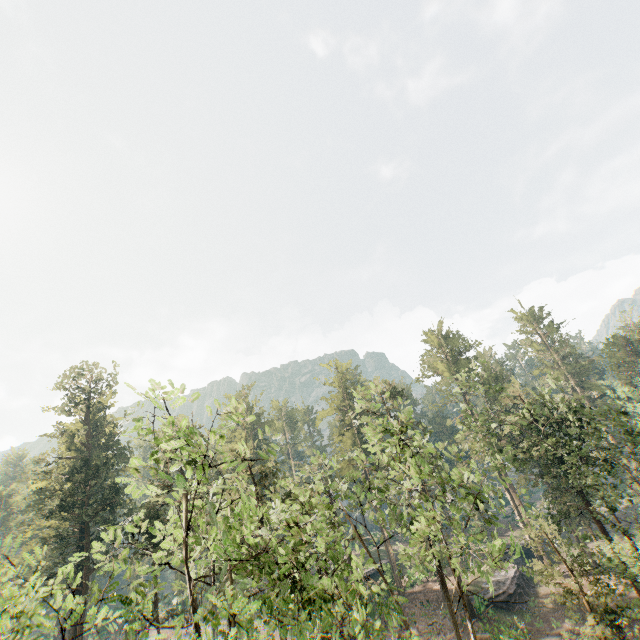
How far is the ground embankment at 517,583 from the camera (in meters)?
34.41

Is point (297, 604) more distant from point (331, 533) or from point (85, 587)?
point (85, 587)

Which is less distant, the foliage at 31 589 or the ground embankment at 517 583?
the foliage at 31 589

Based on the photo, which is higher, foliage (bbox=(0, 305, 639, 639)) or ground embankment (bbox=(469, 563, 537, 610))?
foliage (bbox=(0, 305, 639, 639))

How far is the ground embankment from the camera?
34.4m

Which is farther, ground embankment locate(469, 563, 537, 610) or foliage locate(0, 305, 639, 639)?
ground embankment locate(469, 563, 537, 610)
